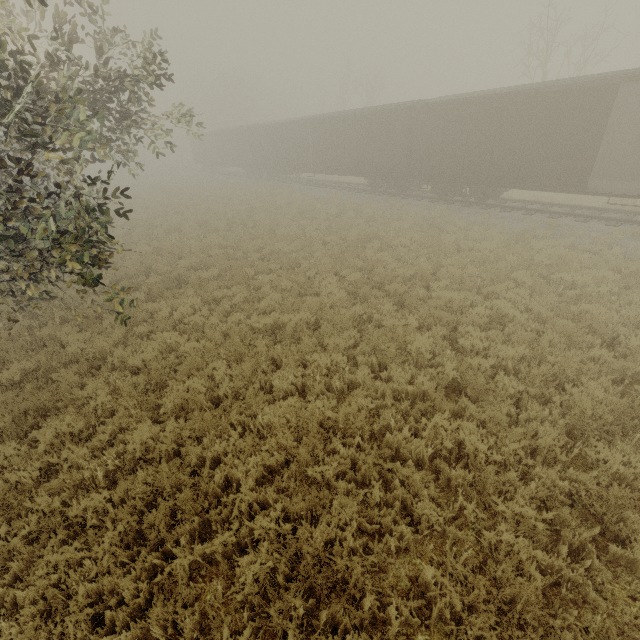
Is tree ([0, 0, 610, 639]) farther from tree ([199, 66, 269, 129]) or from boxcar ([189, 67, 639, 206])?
tree ([199, 66, 269, 129])

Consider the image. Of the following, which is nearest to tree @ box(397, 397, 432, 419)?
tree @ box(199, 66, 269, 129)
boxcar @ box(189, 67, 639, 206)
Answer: boxcar @ box(189, 67, 639, 206)

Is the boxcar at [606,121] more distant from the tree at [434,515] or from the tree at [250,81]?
the tree at [250,81]

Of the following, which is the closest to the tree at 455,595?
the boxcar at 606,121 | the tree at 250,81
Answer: the boxcar at 606,121

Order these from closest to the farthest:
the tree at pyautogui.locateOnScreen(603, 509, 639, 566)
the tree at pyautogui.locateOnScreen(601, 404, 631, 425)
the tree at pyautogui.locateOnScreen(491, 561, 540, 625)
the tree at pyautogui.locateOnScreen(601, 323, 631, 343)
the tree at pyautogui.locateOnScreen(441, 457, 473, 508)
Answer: the tree at pyautogui.locateOnScreen(491, 561, 540, 625) → the tree at pyautogui.locateOnScreen(603, 509, 639, 566) → the tree at pyautogui.locateOnScreen(441, 457, 473, 508) → the tree at pyautogui.locateOnScreen(601, 404, 631, 425) → the tree at pyautogui.locateOnScreen(601, 323, 631, 343)

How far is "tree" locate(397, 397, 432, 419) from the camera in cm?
554

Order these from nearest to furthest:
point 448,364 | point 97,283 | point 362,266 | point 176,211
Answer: point 97,283 < point 448,364 < point 362,266 < point 176,211
